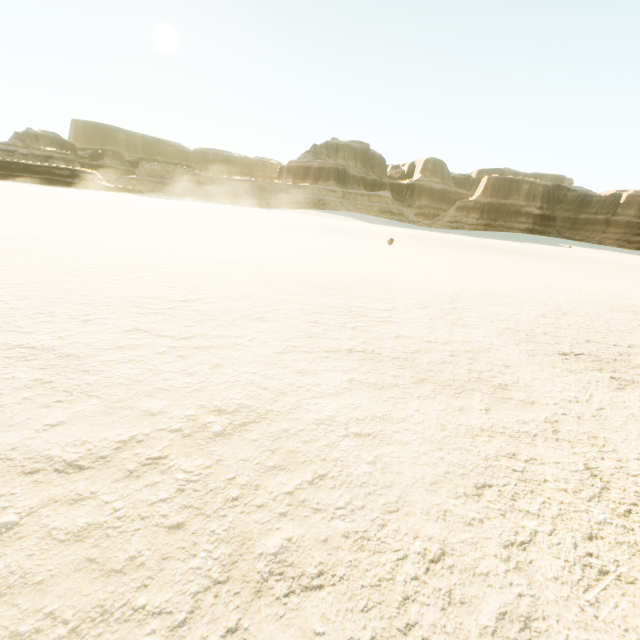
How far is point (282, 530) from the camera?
1.78m
